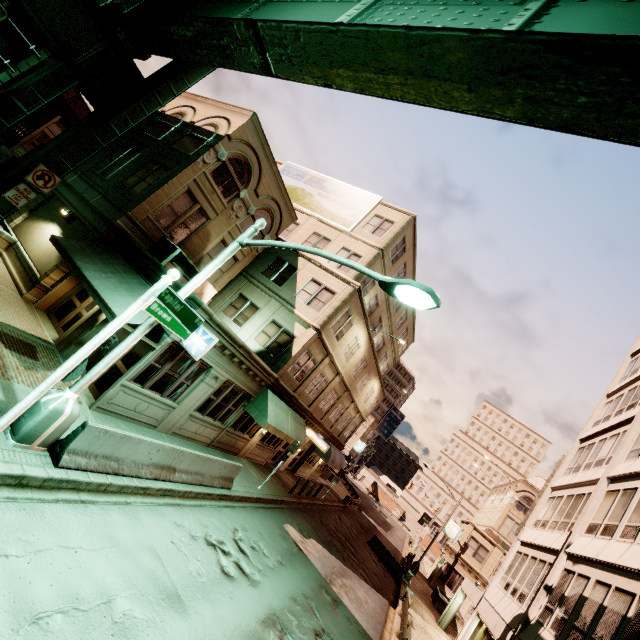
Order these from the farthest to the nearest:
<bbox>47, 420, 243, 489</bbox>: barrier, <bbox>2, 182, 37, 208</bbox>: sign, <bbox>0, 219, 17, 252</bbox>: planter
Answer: <bbox>0, 219, 17, 252</bbox>: planter → <bbox>2, 182, 37, 208</bbox>: sign → <bbox>47, 420, 243, 489</bbox>: barrier

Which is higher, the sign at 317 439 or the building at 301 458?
the sign at 317 439

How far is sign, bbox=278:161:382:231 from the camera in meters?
22.8

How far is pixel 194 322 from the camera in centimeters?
612cm

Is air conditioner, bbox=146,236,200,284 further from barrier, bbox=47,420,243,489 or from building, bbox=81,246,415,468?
barrier, bbox=47,420,243,489

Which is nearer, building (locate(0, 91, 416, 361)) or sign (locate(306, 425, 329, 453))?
building (locate(0, 91, 416, 361))

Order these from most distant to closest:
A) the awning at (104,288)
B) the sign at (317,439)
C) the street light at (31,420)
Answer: the sign at (317,439), the awning at (104,288), the street light at (31,420)

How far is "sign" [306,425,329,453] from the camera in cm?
2272
